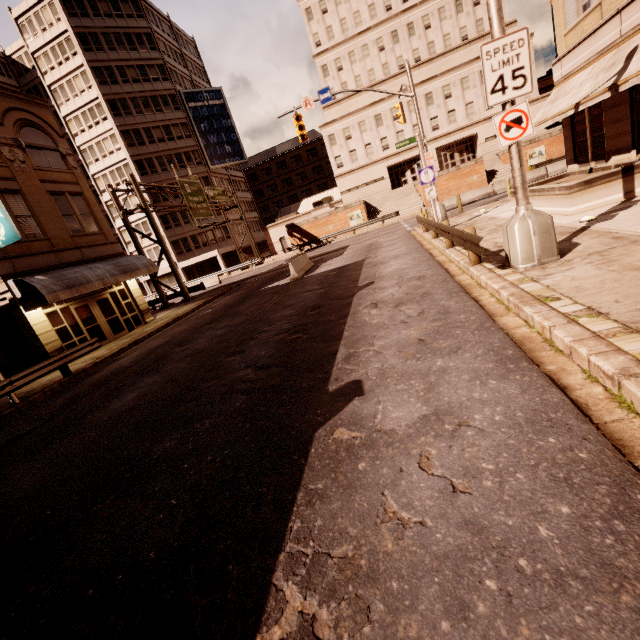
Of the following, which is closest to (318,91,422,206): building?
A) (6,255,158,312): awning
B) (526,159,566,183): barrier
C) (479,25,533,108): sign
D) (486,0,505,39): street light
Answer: (526,159,566,183): barrier

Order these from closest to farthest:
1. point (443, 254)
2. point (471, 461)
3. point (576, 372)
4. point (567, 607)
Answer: point (567, 607)
point (471, 461)
point (576, 372)
point (443, 254)

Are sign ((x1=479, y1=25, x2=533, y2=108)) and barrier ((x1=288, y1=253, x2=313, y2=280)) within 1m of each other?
no

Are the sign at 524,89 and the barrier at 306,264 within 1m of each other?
no

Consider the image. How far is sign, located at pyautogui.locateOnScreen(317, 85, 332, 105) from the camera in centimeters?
1956cm

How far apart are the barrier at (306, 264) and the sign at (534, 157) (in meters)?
29.79

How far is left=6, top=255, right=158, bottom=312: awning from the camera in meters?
13.9 m

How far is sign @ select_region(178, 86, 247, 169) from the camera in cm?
4672
